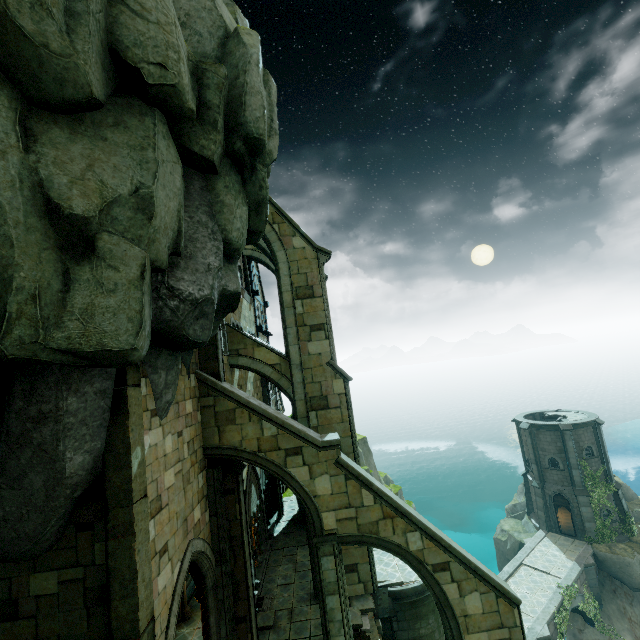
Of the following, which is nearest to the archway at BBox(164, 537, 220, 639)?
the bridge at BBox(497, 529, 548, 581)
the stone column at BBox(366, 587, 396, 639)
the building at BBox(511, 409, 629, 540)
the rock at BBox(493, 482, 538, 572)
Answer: the stone column at BBox(366, 587, 396, 639)

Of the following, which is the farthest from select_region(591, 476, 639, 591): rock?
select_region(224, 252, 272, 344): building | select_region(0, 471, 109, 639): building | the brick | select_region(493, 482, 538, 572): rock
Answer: the brick

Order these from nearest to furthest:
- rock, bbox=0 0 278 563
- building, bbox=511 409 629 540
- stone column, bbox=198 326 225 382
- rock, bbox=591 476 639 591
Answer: rock, bbox=0 0 278 563 → stone column, bbox=198 326 225 382 → rock, bbox=591 476 639 591 → building, bbox=511 409 629 540

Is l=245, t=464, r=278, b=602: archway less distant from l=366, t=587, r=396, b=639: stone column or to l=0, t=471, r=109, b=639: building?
l=0, t=471, r=109, b=639: building

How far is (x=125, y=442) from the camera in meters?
6.8 m

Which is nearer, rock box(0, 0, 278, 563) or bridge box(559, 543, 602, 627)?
rock box(0, 0, 278, 563)

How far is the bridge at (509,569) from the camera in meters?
25.0 m

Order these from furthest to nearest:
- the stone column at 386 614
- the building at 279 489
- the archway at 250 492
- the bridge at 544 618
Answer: the building at 279 489, the bridge at 544 618, the archway at 250 492, the stone column at 386 614
